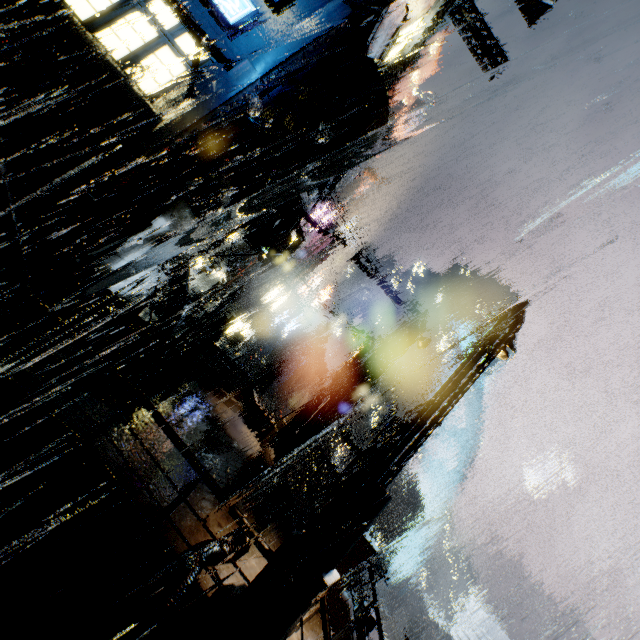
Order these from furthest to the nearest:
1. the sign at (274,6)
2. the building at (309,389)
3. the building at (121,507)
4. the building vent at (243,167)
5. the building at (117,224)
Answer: the building at (309,389) < the building vent at (243,167) < the sign at (274,6) < the building at (117,224) < the building at (121,507)

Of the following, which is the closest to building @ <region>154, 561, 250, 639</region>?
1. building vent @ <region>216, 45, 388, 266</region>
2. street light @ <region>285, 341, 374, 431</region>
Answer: building vent @ <region>216, 45, 388, 266</region>

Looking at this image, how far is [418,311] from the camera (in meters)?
16.36

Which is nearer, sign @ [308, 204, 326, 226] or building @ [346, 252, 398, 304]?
building @ [346, 252, 398, 304]

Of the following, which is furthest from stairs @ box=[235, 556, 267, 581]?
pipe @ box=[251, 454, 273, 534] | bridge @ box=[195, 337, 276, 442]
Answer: bridge @ box=[195, 337, 276, 442]

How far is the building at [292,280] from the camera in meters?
37.3
